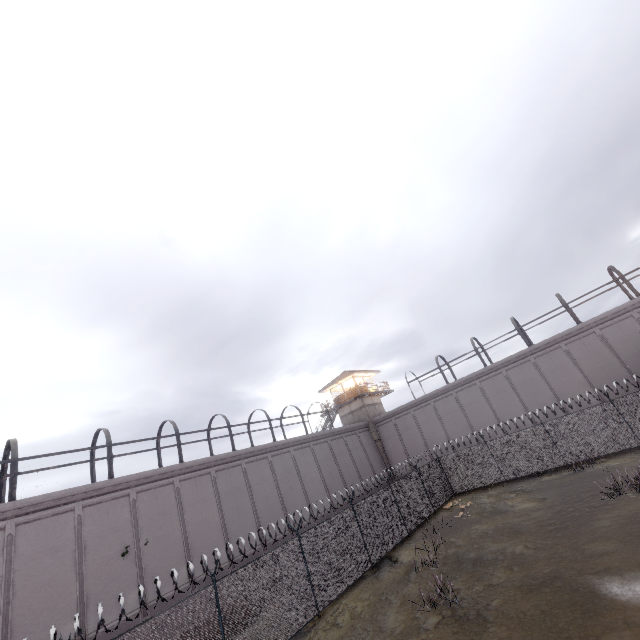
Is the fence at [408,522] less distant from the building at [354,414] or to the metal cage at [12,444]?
the metal cage at [12,444]

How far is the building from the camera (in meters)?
35.73

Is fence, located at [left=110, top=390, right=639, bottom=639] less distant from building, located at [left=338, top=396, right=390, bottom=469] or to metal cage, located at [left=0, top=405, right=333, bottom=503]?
metal cage, located at [left=0, top=405, right=333, bottom=503]

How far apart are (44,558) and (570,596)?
20.3m

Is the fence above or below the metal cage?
below

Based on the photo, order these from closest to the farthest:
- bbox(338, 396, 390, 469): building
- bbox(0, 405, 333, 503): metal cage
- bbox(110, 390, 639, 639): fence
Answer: bbox(110, 390, 639, 639): fence < bbox(0, 405, 333, 503): metal cage < bbox(338, 396, 390, 469): building

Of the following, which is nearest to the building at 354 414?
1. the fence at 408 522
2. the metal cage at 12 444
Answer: → the metal cage at 12 444
